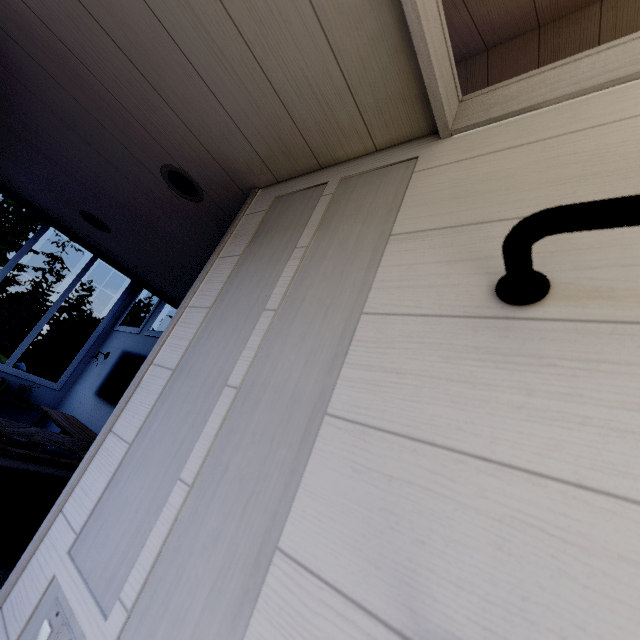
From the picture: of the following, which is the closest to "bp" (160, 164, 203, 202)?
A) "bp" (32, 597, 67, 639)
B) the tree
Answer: the tree

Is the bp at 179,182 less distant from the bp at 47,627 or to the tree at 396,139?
the tree at 396,139

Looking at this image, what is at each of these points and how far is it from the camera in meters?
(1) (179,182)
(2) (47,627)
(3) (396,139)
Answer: (1) bp, 1.5
(2) bp, 0.7
(3) tree, 0.9

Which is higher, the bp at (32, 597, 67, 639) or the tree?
the tree

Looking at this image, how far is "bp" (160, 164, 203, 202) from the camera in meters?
1.4

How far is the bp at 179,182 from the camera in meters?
1.4

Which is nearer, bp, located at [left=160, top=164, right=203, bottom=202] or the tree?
the tree
